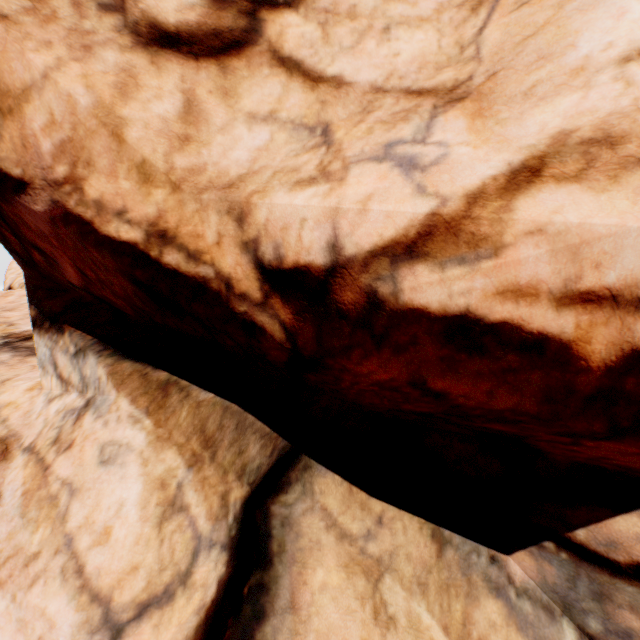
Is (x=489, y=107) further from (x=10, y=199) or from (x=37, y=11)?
(x=10, y=199)
